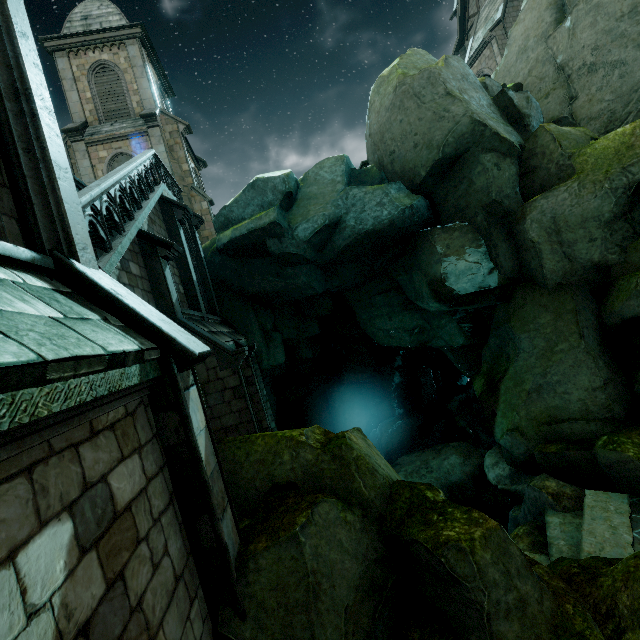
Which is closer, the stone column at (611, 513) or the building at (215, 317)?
the building at (215, 317)

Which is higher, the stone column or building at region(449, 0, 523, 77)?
building at region(449, 0, 523, 77)

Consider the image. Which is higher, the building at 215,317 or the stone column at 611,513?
the building at 215,317

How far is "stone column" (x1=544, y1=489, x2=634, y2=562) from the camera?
6.45m

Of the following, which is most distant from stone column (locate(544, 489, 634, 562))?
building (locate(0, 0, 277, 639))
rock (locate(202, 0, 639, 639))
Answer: building (locate(0, 0, 277, 639))

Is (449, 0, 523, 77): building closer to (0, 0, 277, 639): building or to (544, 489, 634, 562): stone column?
(0, 0, 277, 639): building

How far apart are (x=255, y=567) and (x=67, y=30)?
29.6m
